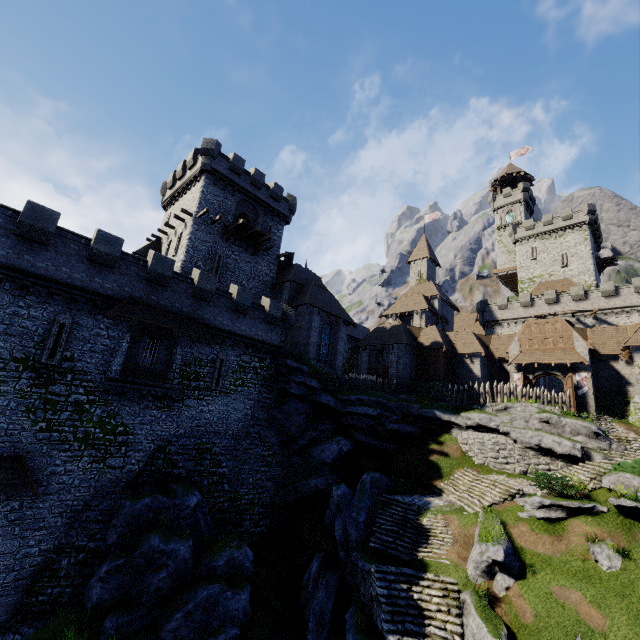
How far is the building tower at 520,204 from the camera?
58.53m

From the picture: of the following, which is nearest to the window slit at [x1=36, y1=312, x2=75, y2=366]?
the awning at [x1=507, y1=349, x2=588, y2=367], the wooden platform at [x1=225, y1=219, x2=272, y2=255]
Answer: the wooden platform at [x1=225, y1=219, x2=272, y2=255]

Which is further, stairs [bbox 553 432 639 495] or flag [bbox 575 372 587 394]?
flag [bbox 575 372 587 394]

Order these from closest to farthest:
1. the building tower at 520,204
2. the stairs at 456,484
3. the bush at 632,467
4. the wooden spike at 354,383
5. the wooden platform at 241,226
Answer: the bush at 632,467 < the stairs at 456,484 < the wooden platform at 241,226 < the wooden spike at 354,383 < the building tower at 520,204

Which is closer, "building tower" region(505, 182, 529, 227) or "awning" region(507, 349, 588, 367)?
"awning" region(507, 349, 588, 367)

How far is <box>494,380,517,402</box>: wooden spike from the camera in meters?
27.3

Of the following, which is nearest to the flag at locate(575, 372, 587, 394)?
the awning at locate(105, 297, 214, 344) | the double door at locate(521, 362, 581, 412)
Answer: the double door at locate(521, 362, 581, 412)

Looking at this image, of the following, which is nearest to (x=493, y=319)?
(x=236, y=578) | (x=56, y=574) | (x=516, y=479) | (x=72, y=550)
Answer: (x=516, y=479)
